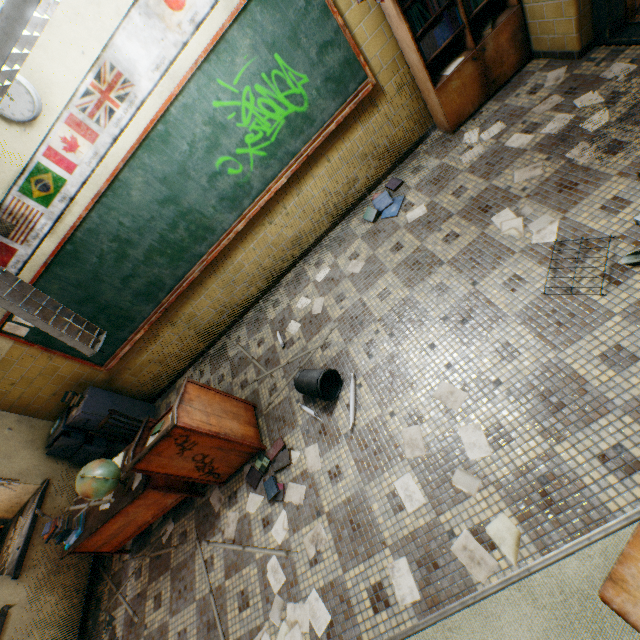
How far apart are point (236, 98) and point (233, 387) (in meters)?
3.18

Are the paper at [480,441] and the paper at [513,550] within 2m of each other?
yes

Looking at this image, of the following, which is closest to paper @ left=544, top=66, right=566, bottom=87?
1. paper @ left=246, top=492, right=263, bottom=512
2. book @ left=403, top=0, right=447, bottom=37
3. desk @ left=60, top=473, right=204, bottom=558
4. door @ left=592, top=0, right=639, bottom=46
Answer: door @ left=592, top=0, right=639, bottom=46

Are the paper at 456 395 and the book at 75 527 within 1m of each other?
no

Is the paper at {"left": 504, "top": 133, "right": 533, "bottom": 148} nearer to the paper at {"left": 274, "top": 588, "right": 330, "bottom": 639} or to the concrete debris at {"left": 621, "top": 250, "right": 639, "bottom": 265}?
the concrete debris at {"left": 621, "top": 250, "right": 639, "bottom": 265}

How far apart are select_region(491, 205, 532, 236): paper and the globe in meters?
4.1

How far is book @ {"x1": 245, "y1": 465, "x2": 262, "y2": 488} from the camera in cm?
307

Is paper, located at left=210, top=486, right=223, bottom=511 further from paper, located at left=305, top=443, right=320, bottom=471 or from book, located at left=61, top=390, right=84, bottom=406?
book, located at left=61, top=390, right=84, bottom=406
